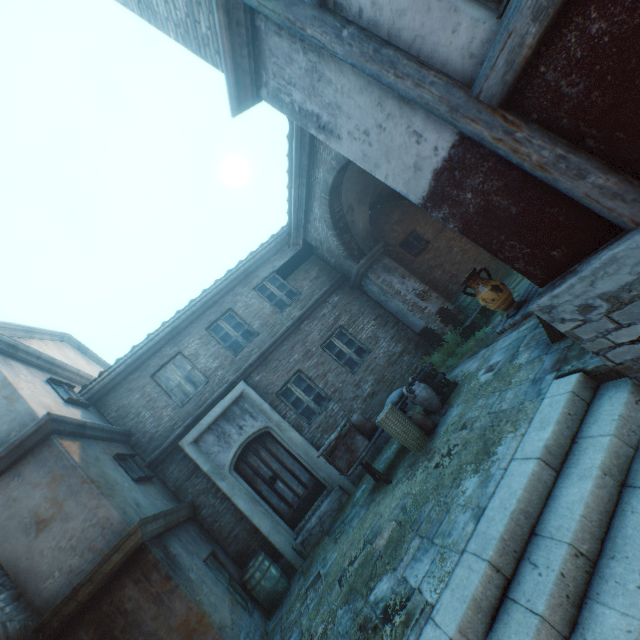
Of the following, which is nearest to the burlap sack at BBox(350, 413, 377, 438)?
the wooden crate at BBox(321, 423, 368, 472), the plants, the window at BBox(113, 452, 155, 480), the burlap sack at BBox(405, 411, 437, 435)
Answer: the wooden crate at BBox(321, 423, 368, 472)

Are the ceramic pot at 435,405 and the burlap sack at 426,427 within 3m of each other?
yes

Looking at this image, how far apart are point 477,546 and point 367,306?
8.3 meters

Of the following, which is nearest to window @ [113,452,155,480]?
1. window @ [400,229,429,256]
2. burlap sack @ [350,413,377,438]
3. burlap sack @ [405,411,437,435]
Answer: burlap sack @ [350,413,377,438]

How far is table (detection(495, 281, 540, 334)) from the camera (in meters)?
3.94

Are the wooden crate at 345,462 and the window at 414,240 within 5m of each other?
no

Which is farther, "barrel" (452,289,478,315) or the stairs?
"barrel" (452,289,478,315)

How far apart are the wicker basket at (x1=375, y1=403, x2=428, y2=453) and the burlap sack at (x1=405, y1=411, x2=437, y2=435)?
0.0m
